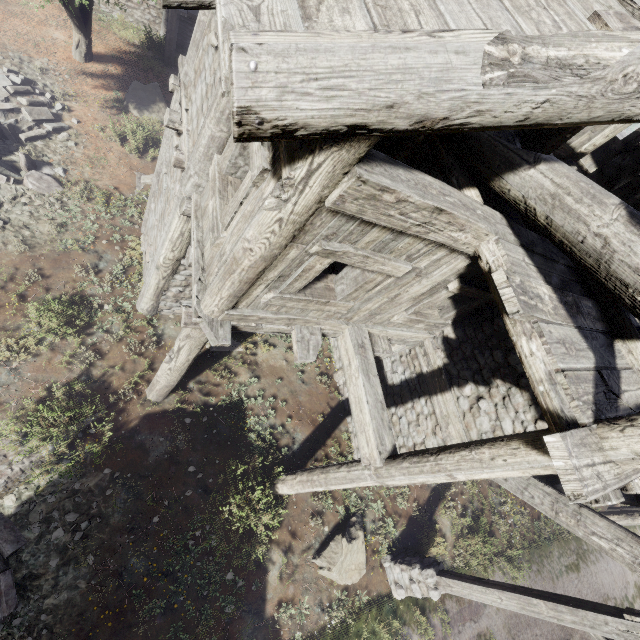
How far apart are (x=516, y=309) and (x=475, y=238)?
1.02m

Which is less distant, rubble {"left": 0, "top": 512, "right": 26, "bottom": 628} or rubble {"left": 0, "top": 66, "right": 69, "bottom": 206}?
rubble {"left": 0, "top": 512, "right": 26, "bottom": 628}

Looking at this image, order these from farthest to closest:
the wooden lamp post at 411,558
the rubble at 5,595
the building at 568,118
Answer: the rubble at 5,595
the wooden lamp post at 411,558
the building at 568,118

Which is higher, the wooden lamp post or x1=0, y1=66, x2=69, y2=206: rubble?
the wooden lamp post

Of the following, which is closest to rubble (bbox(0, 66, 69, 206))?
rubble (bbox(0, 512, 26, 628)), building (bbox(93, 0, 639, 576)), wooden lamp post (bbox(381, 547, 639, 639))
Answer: building (bbox(93, 0, 639, 576))

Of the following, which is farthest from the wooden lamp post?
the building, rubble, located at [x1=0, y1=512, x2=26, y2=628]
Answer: rubble, located at [x1=0, y1=512, x2=26, y2=628]

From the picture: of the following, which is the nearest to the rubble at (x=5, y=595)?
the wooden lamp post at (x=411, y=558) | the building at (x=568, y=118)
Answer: the building at (x=568, y=118)

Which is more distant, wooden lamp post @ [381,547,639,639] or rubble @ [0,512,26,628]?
rubble @ [0,512,26,628]
